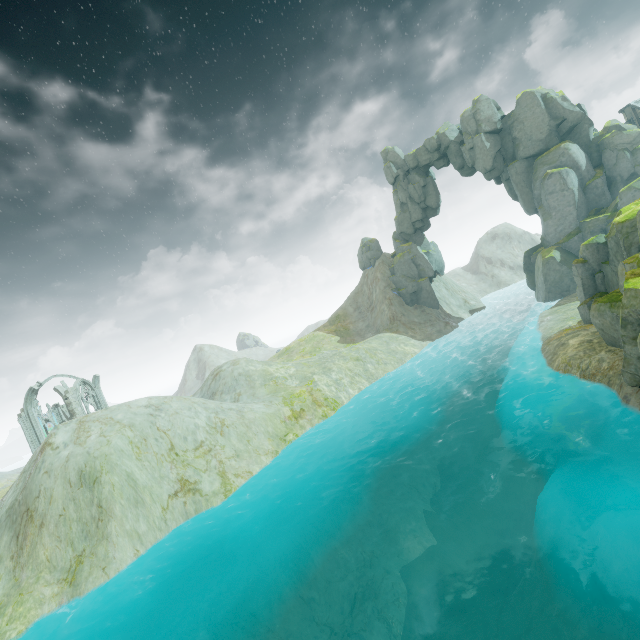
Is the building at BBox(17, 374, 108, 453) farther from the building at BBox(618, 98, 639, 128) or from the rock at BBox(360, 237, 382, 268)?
the building at BBox(618, 98, 639, 128)

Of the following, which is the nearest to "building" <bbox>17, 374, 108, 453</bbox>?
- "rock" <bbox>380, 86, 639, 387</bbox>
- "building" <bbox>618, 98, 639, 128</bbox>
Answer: "rock" <bbox>380, 86, 639, 387</bbox>

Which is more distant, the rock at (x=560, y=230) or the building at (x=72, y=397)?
the building at (x=72, y=397)

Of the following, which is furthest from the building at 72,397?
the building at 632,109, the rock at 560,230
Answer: the building at 632,109

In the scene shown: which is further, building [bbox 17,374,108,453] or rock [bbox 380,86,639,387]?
building [bbox 17,374,108,453]

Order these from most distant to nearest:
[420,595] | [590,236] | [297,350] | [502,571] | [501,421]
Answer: [297,350] → [590,236] → [501,421] → [502,571] → [420,595]

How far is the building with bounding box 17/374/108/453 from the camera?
42.0m

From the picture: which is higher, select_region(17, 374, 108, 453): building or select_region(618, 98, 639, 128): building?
select_region(618, 98, 639, 128): building
